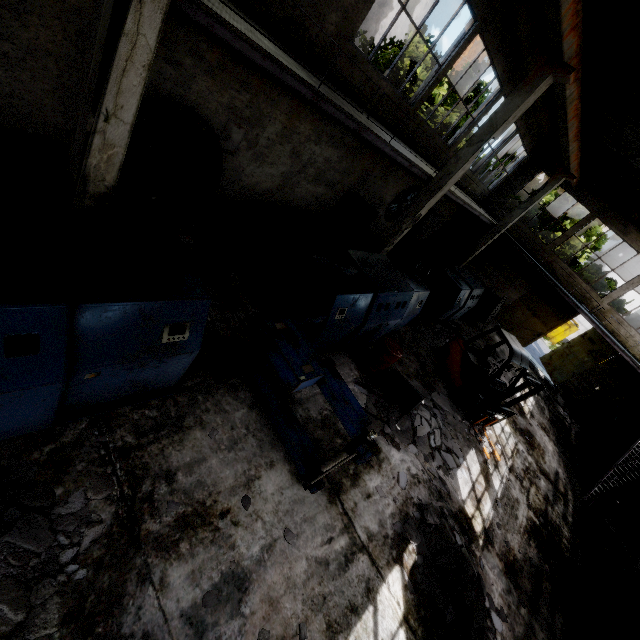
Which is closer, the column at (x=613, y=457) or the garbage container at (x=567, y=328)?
the column at (x=613, y=457)

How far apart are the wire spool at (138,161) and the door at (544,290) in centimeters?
2003cm

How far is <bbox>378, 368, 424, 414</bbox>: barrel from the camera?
7.8 meters

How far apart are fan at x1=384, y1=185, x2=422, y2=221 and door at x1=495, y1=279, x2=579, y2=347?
10.0 meters

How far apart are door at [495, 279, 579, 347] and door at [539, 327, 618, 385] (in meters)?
2.10

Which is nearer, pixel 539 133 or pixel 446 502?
pixel 446 502

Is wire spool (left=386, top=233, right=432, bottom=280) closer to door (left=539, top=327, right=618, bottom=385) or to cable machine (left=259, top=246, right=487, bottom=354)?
cable machine (left=259, top=246, right=487, bottom=354)

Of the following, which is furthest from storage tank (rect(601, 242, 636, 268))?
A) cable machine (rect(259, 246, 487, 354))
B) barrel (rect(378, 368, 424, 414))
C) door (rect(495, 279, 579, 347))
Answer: barrel (rect(378, 368, 424, 414))
